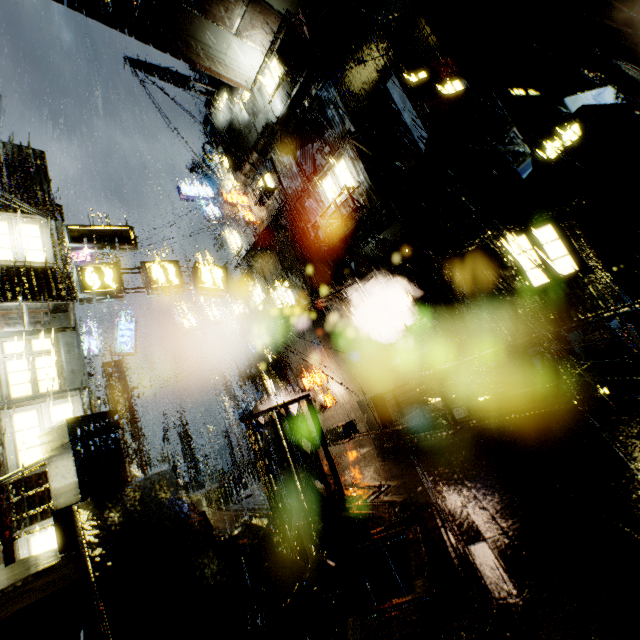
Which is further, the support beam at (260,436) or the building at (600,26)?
the building at (600,26)

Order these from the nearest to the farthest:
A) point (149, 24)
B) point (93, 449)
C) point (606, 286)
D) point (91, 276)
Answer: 1. point (93, 449)
2. point (91, 276)
3. point (606, 286)
4. point (149, 24)

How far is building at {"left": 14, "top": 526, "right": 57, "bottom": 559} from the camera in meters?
7.5

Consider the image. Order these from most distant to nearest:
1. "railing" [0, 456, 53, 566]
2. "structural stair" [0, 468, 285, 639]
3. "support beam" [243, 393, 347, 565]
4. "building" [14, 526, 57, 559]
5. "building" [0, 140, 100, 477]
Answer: "building" [0, 140, 100, 477]
"building" [14, 526, 57, 559]
"support beam" [243, 393, 347, 565]
"railing" [0, 456, 53, 566]
"structural stair" [0, 468, 285, 639]

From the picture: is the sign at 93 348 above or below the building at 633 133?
above

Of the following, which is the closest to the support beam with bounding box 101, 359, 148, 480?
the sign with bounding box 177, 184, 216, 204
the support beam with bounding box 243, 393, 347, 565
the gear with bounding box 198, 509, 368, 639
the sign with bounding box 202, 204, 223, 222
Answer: the gear with bounding box 198, 509, 368, 639

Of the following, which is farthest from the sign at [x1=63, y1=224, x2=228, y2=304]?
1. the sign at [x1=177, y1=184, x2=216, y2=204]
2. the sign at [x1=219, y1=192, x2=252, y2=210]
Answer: the sign at [x1=177, y1=184, x2=216, y2=204]

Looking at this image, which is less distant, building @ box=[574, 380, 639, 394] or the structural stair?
the structural stair
